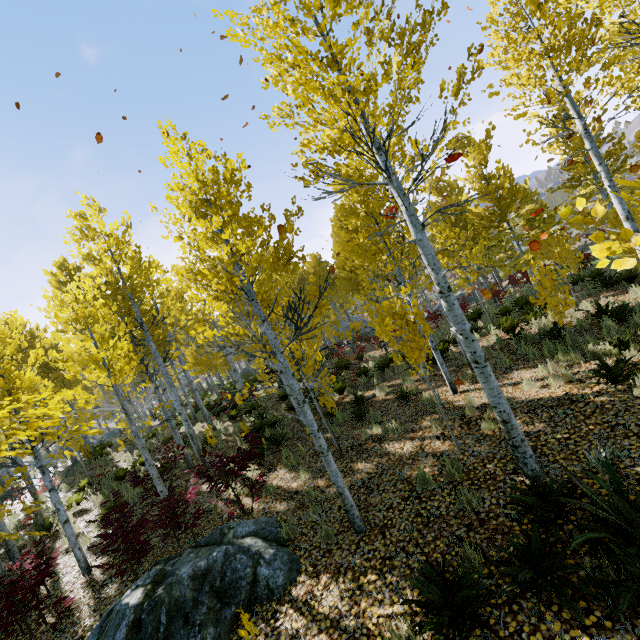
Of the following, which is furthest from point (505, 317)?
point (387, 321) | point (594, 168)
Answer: point (594, 168)

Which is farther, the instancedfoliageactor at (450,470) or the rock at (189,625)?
the instancedfoliageactor at (450,470)

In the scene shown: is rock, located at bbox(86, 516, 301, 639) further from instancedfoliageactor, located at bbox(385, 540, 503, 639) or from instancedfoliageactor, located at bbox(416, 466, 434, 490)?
instancedfoliageactor, located at bbox(385, 540, 503, 639)

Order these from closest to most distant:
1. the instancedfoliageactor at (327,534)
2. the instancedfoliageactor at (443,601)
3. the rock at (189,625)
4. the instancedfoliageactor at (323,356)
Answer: the instancedfoliageactor at (443,601)
the instancedfoliageactor at (323,356)
the rock at (189,625)
the instancedfoliageactor at (327,534)

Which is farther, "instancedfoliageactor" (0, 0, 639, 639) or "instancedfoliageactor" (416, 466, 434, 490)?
"instancedfoliageactor" (416, 466, 434, 490)
